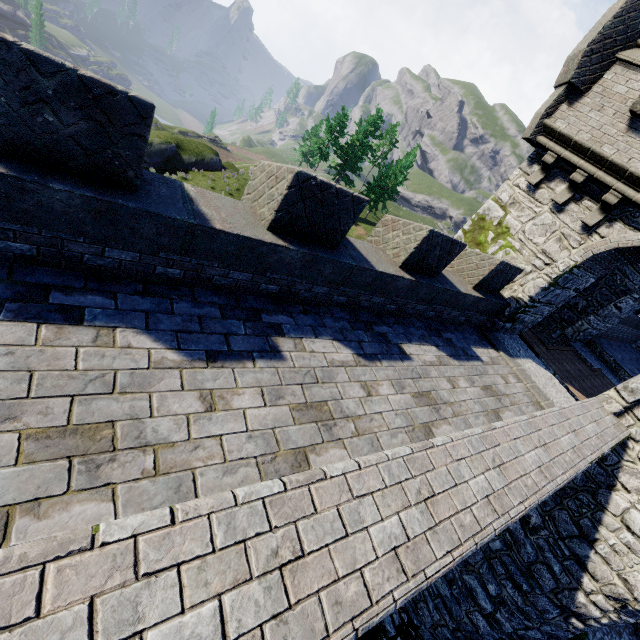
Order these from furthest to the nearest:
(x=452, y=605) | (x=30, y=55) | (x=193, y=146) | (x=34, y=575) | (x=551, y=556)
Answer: (x=193, y=146), (x=452, y=605), (x=551, y=556), (x=30, y=55), (x=34, y=575)
